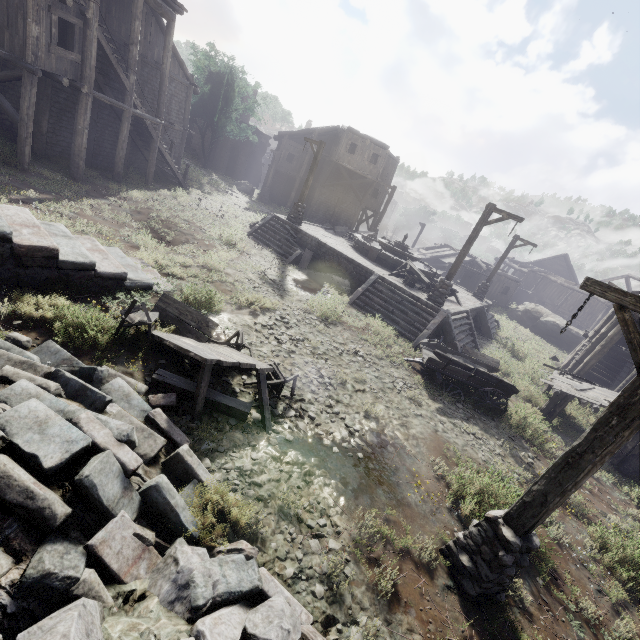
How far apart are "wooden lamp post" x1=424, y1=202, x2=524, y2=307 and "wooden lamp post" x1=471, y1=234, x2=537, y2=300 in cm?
908

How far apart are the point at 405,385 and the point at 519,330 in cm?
2234

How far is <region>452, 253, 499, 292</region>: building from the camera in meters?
32.2 m

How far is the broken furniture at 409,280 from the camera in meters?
16.4

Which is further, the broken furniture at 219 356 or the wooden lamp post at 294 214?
the wooden lamp post at 294 214

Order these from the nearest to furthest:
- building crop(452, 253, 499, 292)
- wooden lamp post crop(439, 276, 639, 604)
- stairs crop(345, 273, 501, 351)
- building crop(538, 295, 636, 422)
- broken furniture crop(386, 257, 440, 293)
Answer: wooden lamp post crop(439, 276, 639, 604), building crop(538, 295, 636, 422), stairs crop(345, 273, 501, 351), broken furniture crop(386, 257, 440, 293), building crop(452, 253, 499, 292)

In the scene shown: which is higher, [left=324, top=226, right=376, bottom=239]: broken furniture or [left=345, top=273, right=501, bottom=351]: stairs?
[left=324, top=226, right=376, bottom=239]: broken furniture

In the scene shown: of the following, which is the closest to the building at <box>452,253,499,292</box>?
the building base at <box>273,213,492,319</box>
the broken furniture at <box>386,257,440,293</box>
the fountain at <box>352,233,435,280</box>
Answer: the building base at <box>273,213,492,319</box>
